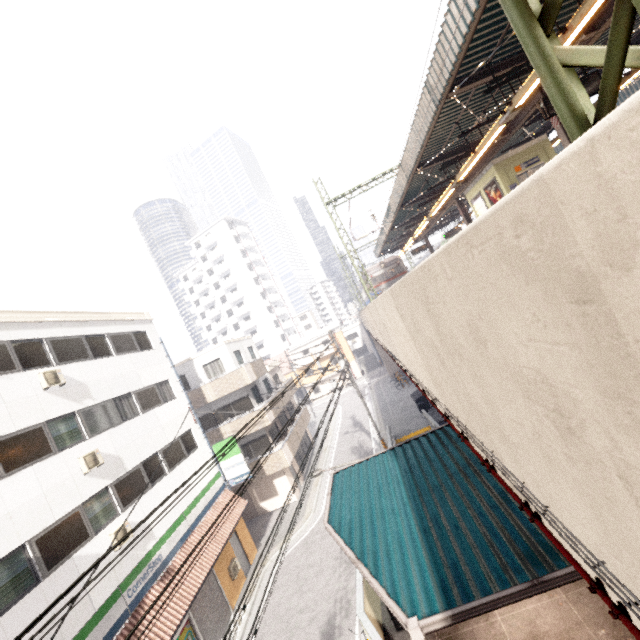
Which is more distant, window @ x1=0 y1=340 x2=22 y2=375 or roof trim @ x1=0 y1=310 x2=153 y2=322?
roof trim @ x1=0 y1=310 x2=153 y2=322

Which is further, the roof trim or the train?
the train

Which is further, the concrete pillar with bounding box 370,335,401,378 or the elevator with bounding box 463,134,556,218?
the concrete pillar with bounding box 370,335,401,378

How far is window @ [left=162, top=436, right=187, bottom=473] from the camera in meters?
15.0 m

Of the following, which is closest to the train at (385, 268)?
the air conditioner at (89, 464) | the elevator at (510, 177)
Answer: the elevator at (510, 177)

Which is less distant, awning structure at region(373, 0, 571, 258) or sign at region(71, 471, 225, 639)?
awning structure at region(373, 0, 571, 258)

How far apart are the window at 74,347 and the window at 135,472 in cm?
470

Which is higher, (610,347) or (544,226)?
(544,226)
